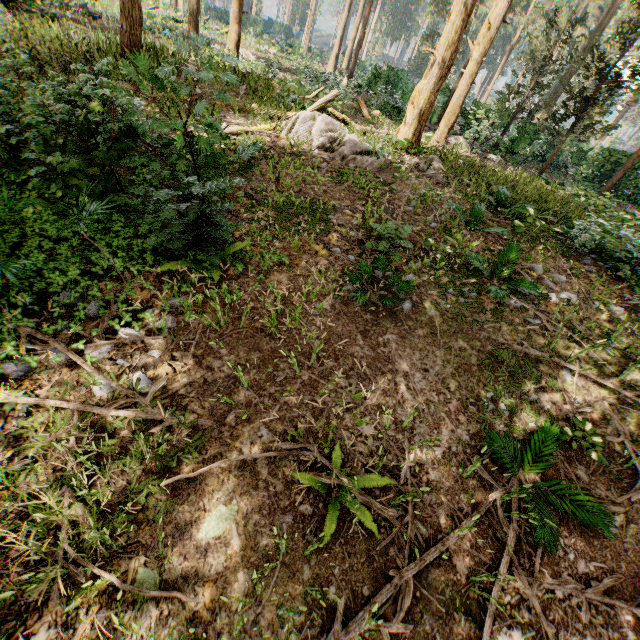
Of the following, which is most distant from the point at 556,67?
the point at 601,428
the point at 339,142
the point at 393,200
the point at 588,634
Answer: the point at 588,634

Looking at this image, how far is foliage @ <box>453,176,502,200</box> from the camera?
9.9m

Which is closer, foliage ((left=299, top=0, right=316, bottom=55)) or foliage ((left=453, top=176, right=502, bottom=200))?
foliage ((left=453, top=176, right=502, bottom=200))

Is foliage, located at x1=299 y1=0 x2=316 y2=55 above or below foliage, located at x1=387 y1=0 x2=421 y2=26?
below

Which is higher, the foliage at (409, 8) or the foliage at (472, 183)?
the foliage at (409, 8)

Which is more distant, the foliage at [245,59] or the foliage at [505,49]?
the foliage at [505,49]

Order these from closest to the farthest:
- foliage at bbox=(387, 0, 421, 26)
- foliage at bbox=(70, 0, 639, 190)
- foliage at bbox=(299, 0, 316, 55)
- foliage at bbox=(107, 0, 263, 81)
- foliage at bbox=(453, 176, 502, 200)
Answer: foliage at bbox=(107, 0, 263, 81)
foliage at bbox=(453, 176, 502, 200)
foliage at bbox=(70, 0, 639, 190)
foliage at bbox=(299, 0, 316, 55)
foliage at bbox=(387, 0, 421, 26)
